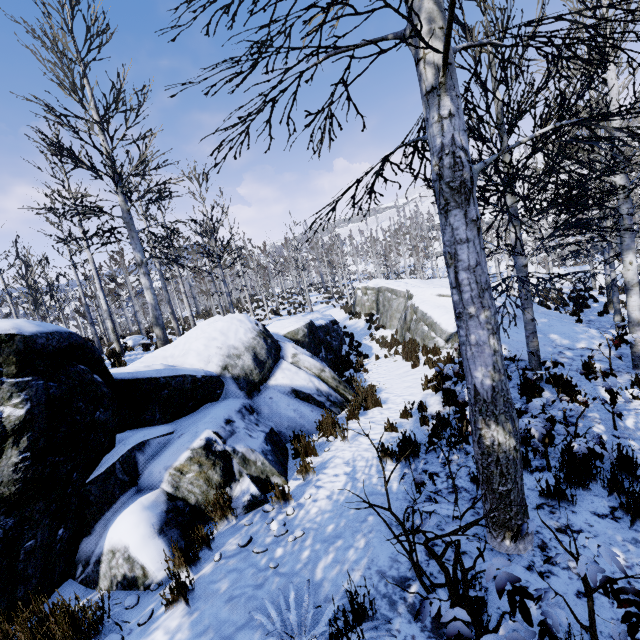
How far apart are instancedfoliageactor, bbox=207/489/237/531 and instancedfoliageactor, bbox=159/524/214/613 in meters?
0.5

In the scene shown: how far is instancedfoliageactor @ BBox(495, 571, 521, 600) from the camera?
1.5m

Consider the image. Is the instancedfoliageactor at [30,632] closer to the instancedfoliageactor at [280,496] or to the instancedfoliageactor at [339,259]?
the instancedfoliageactor at [280,496]

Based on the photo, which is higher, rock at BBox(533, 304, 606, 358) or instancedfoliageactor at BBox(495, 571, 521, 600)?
instancedfoliageactor at BBox(495, 571, 521, 600)

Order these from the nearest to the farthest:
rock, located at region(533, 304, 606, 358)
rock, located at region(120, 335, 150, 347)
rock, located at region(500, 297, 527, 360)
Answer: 1. rock, located at region(500, 297, 527, 360)
2. rock, located at region(533, 304, 606, 358)
3. rock, located at region(120, 335, 150, 347)

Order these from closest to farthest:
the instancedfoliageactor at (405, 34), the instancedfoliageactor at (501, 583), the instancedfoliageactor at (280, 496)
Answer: the instancedfoliageactor at (501, 583)
the instancedfoliageactor at (405, 34)
the instancedfoliageactor at (280, 496)

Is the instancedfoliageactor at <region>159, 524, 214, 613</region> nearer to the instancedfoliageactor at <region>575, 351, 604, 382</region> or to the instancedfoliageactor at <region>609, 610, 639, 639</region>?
the instancedfoliageactor at <region>609, 610, 639, 639</region>

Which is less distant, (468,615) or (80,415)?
(468,615)
